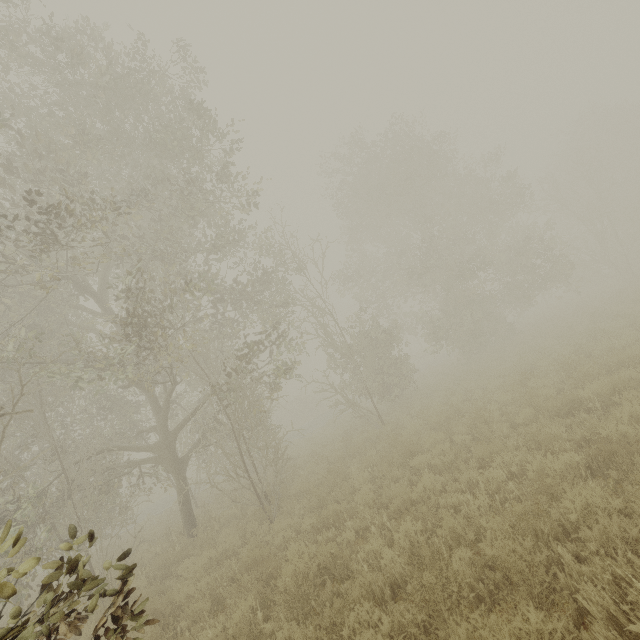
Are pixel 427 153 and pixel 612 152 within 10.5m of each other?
no
